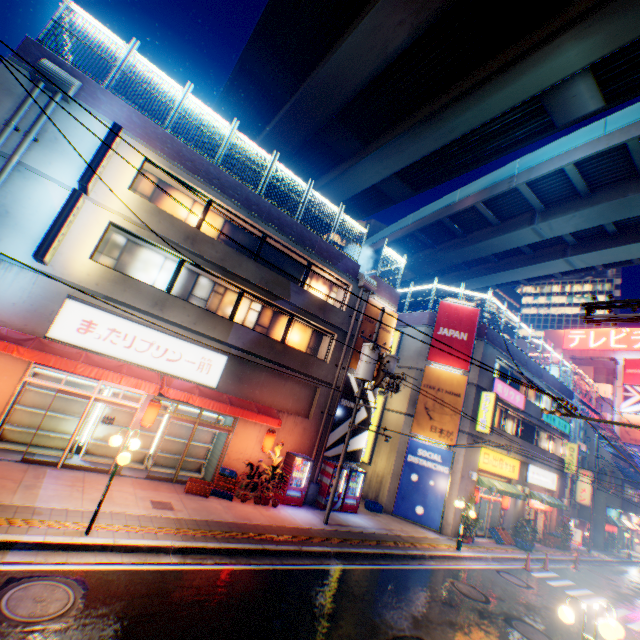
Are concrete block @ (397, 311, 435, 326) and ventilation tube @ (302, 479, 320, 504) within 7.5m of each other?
no

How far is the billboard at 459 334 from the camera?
20.83m

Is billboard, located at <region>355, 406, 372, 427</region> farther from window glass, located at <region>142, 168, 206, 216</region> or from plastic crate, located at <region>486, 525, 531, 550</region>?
plastic crate, located at <region>486, 525, 531, 550</region>

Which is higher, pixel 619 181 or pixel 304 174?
pixel 304 174

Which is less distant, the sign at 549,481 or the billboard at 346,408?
the billboard at 346,408

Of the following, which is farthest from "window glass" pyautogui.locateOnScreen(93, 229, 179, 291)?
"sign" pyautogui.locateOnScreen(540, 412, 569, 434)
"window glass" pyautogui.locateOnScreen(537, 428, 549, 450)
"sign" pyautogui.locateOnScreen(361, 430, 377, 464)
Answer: "window glass" pyautogui.locateOnScreen(537, 428, 549, 450)

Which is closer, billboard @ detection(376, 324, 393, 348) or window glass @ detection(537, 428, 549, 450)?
billboard @ detection(376, 324, 393, 348)

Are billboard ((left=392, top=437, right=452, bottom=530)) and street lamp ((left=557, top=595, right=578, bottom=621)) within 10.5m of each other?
no
